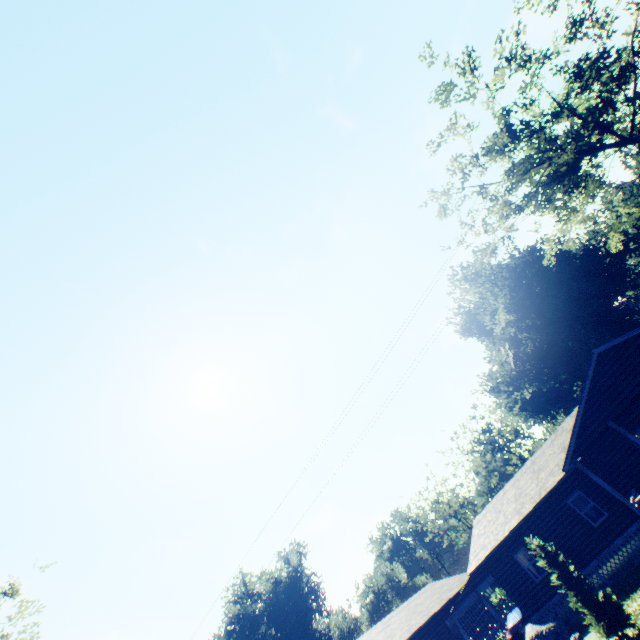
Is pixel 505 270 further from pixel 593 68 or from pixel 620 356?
pixel 593 68

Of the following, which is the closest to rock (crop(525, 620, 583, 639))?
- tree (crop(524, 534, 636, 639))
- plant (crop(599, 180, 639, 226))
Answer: tree (crop(524, 534, 636, 639))

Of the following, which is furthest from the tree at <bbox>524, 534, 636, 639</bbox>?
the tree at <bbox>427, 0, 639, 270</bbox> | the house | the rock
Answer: the tree at <bbox>427, 0, 639, 270</bbox>

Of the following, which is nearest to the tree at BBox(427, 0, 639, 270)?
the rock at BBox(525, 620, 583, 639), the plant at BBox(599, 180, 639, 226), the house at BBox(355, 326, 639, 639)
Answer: the plant at BBox(599, 180, 639, 226)

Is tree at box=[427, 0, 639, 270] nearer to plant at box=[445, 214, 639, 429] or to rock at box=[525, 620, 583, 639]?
plant at box=[445, 214, 639, 429]

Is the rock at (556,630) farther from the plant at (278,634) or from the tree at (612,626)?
the plant at (278,634)

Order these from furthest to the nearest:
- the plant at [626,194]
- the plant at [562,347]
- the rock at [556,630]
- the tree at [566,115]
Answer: the plant at [626,194], the plant at [562,347], the rock at [556,630], the tree at [566,115]

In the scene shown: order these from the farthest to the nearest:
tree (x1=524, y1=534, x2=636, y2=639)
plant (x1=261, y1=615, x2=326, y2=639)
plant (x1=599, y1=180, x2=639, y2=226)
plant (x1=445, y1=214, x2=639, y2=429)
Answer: plant (x1=261, y1=615, x2=326, y2=639)
plant (x1=599, y1=180, x2=639, y2=226)
plant (x1=445, y1=214, x2=639, y2=429)
tree (x1=524, y1=534, x2=636, y2=639)
